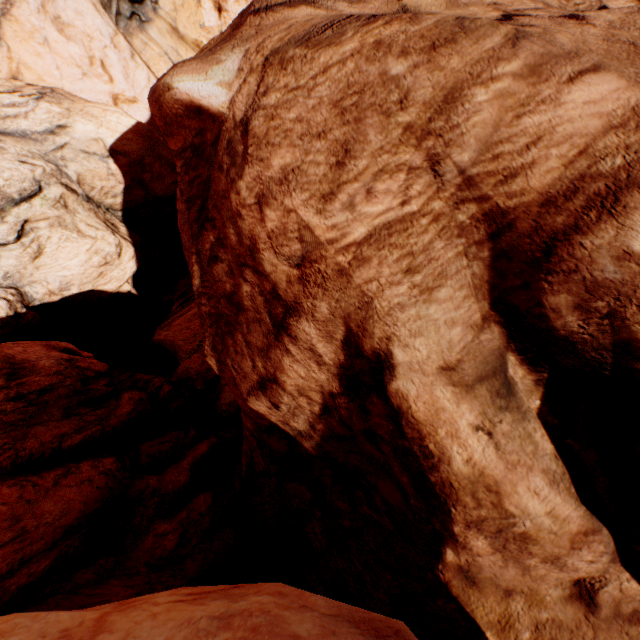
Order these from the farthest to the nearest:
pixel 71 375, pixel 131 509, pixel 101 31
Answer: pixel 101 31 → pixel 71 375 → pixel 131 509
